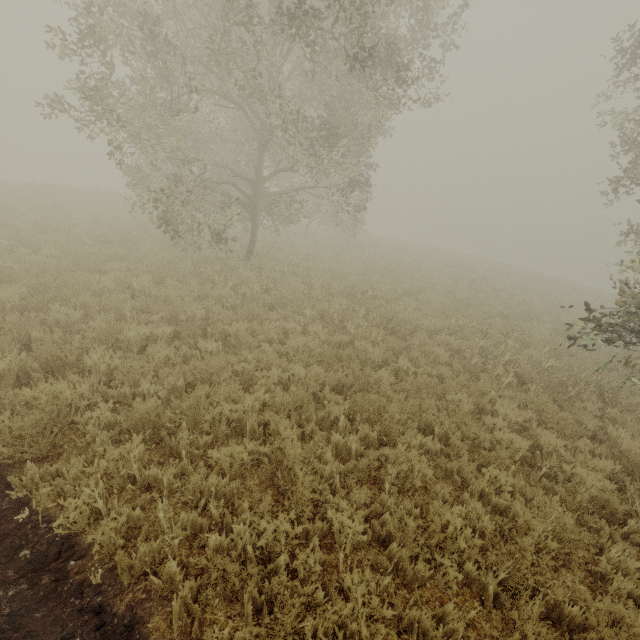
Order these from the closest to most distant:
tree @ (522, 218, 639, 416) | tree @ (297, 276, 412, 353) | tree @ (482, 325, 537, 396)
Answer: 1. tree @ (522, 218, 639, 416)
2. tree @ (482, 325, 537, 396)
3. tree @ (297, 276, 412, 353)

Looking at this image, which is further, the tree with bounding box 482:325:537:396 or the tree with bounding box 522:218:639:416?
the tree with bounding box 482:325:537:396

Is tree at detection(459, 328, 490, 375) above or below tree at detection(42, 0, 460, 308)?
below

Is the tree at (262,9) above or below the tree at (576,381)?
above

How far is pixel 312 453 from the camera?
4.5m

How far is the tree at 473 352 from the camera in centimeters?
849cm
